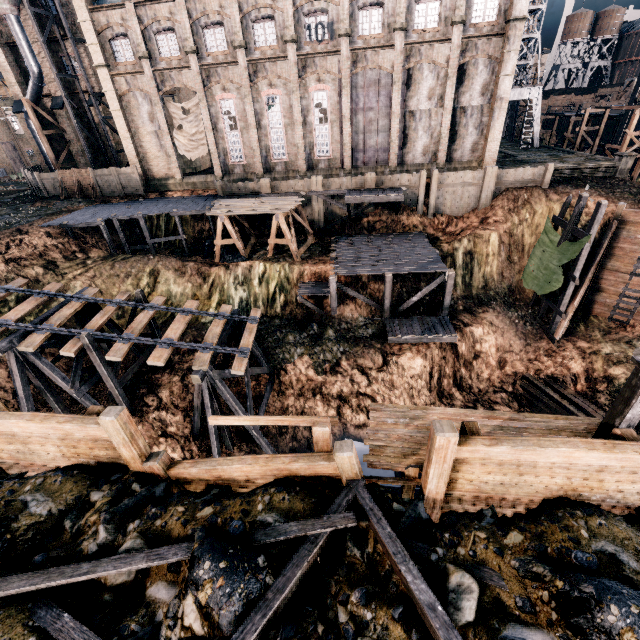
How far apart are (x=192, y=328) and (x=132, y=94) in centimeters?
2503cm

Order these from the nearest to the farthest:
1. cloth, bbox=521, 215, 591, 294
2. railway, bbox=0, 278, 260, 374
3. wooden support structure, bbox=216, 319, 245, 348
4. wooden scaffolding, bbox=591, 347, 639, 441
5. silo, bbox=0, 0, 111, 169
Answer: wooden scaffolding, bbox=591, 347, 639, 441
railway, bbox=0, 278, 260, 374
wooden support structure, bbox=216, 319, 245, 348
cloth, bbox=521, 215, 591, 294
silo, bbox=0, 0, 111, 169

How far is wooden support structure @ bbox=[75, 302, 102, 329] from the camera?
Result: 18.1 meters

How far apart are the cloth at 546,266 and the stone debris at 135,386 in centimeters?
2798cm

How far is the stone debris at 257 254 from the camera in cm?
2759

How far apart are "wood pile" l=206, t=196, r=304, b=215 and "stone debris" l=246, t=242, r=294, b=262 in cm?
346

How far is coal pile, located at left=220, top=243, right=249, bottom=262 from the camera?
28.16m

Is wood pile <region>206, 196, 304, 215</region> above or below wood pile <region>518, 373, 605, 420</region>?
above
